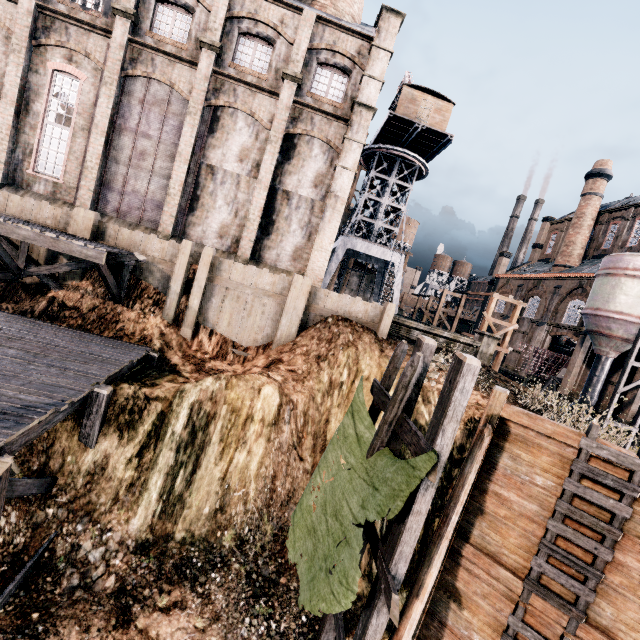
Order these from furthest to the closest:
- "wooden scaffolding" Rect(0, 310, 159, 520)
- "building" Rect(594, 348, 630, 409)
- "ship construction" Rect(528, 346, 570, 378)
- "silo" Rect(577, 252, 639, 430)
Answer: "ship construction" Rect(528, 346, 570, 378) → "building" Rect(594, 348, 630, 409) → "silo" Rect(577, 252, 639, 430) → "wooden scaffolding" Rect(0, 310, 159, 520)

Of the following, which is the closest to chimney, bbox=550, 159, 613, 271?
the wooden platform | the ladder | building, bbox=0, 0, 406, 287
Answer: building, bbox=0, 0, 406, 287

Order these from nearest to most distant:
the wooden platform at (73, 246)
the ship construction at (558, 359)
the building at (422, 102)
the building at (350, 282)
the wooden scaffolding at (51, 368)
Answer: the wooden scaffolding at (51, 368) < the wooden platform at (73, 246) < the building at (422, 102) < the ship construction at (558, 359) < the building at (350, 282)

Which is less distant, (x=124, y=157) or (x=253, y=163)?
(x=124, y=157)

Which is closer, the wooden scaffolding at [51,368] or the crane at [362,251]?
the wooden scaffolding at [51,368]

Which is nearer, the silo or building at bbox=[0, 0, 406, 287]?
building at bbox=[0, 0, 406, 287]

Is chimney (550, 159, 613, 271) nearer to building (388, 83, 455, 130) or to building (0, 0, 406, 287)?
building (0, 0, 406, 287)

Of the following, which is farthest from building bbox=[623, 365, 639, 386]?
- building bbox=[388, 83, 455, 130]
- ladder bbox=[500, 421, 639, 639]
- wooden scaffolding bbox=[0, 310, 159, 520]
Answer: ladder bbox=[500, 421, 639, 639]
